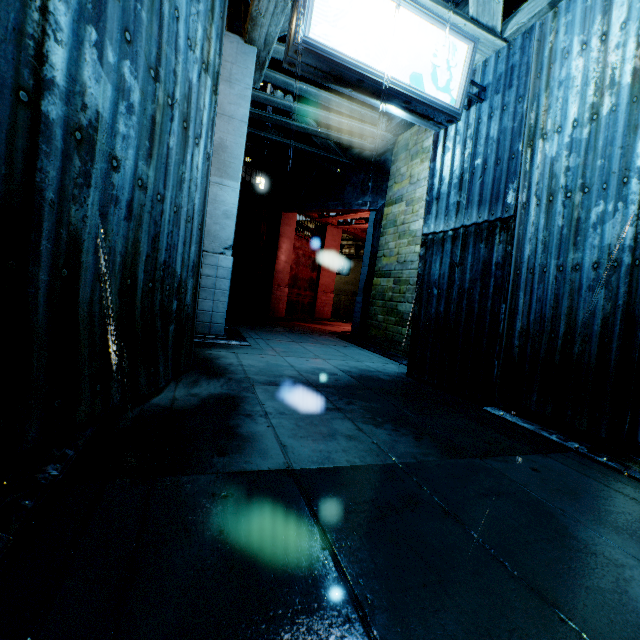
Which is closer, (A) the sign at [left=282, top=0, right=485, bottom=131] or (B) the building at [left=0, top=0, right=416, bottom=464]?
(B) the building at [left=0, top=0, right=416, bottom=464]

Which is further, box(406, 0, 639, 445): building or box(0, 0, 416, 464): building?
box(406, 0, 639, 445): building

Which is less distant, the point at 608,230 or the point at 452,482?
the point at 452,482

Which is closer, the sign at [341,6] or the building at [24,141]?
the building at [24,141]

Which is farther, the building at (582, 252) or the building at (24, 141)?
the building at (582, 252)
